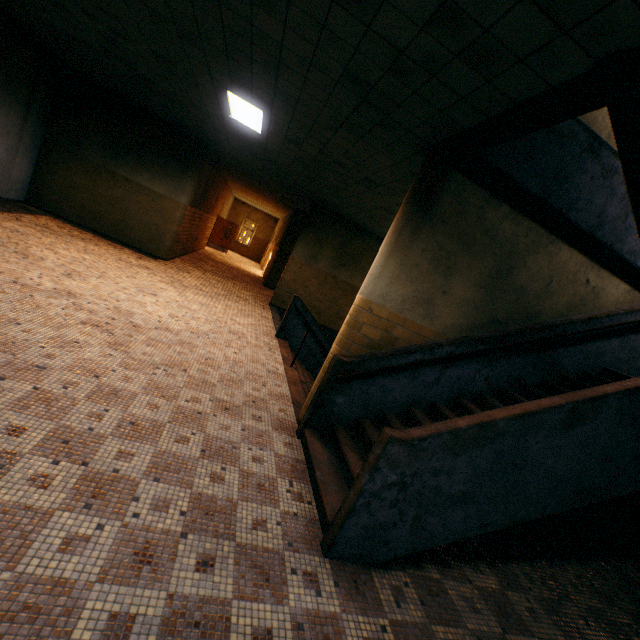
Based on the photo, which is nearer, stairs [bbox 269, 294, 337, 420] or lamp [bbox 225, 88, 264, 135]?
lamp [bbox 225, 88, 264, 135]

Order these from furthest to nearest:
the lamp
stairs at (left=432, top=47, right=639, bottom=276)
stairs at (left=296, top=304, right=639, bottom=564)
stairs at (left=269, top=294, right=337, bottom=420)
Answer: stairs at (left=269, top=294, right=337, bottom=420) < the lamp < stairs at (left=296, top=304, right=639, bottom=564) < stairs at (left=432, top=47, right=639, bottom=276)

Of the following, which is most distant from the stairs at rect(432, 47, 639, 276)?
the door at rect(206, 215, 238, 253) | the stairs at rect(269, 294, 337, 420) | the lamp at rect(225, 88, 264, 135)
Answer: the door at rect(206, 215, 238, 253)

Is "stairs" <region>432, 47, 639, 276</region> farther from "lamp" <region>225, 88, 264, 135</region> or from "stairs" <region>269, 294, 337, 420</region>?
"lamp" <region>225, 88, 264, 135</region>

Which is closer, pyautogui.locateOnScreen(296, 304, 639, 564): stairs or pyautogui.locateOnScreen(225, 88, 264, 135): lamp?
pyautogui.locateOnScreen(296, 304, 639, 564): stairs

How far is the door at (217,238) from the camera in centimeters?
2100cm

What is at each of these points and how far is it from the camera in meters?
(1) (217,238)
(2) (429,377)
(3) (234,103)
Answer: (1) door, 21.3 m
(2) stairs, 4.3 m
(3) lamp, 5.6 m

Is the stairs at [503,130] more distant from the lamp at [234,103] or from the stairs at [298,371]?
the lamp at [234,103]
